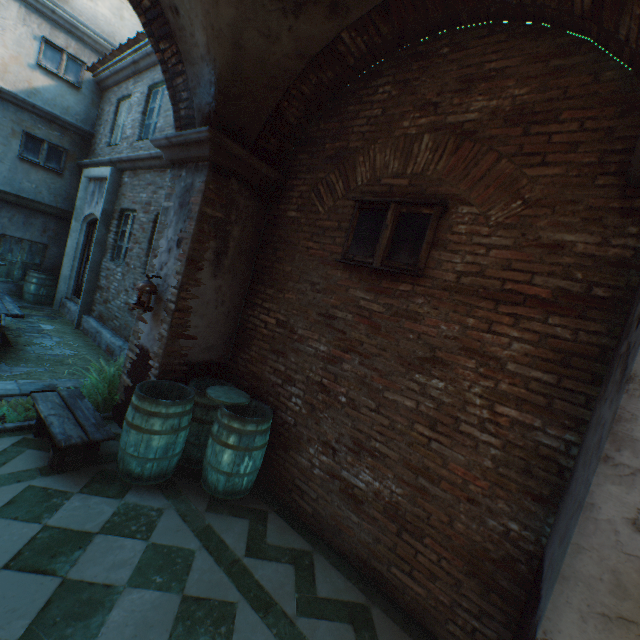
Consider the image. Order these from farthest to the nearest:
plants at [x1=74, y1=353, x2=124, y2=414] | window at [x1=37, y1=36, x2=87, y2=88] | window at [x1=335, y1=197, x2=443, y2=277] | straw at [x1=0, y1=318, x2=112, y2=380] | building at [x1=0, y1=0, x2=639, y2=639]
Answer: window at [x1=37, y1=36, x2=87, y2=88]
straw at [x1=0, y1=318, x2=112, y2=380]
plants at [x1=74, y1=353, x2=124, y2=414]
window at [x1=335, y1=197, x2=443, y2=277]
building at [x1=0, y1=0, x2=639, y2=639]

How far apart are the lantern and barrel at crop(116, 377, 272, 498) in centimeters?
87cm

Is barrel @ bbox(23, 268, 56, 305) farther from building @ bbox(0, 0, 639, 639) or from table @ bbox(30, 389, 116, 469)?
table @ bbox(30, 389, 116, 469)

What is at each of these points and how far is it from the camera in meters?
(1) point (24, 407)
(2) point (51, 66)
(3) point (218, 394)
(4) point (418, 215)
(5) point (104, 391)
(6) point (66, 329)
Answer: (1) plants, 4.3
(2) window, 8.8
(3) barrel lid, 4.0
(4) window, 3.2
(5) plants, 4.5
(6) straw, 8.0

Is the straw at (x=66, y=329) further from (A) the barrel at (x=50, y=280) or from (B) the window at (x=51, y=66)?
(B) the window at (x=51, y=66)

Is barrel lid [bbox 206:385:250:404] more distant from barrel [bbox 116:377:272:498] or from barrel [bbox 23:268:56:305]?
barrel [bbox 23:268:56:305]

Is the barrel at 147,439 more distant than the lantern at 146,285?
No

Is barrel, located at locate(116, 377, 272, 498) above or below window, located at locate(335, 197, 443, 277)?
below
